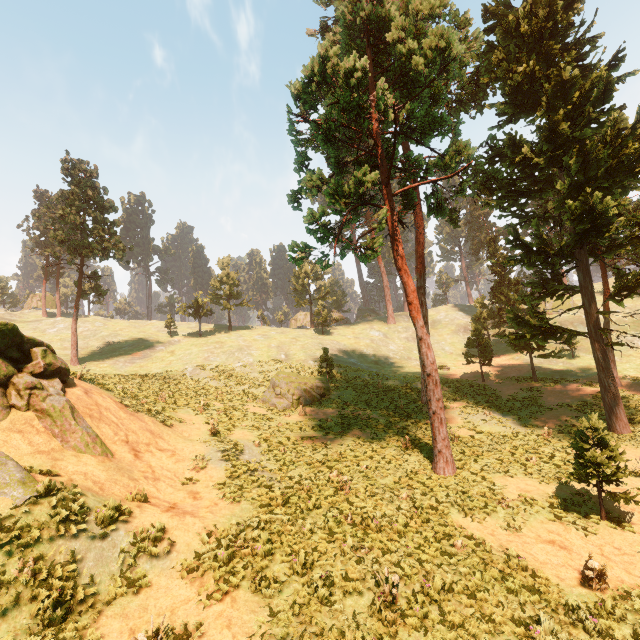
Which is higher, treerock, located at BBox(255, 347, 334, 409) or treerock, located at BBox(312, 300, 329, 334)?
treerock, located at BBox(312, 300, 329, 334)

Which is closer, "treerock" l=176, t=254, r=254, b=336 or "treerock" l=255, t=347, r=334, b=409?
"treerock" l=255, t=347, r=334, b=409

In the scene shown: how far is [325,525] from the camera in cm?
1055

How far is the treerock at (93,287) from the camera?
35.12m

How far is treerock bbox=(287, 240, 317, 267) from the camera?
14.4 meters

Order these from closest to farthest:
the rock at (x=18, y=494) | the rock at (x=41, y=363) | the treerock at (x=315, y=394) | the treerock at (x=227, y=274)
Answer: the rock at (x=18, y=494), the rock at (x=41, y=363), the treerock at (x=315, y=394), the treerock at (x=227, y=274)
